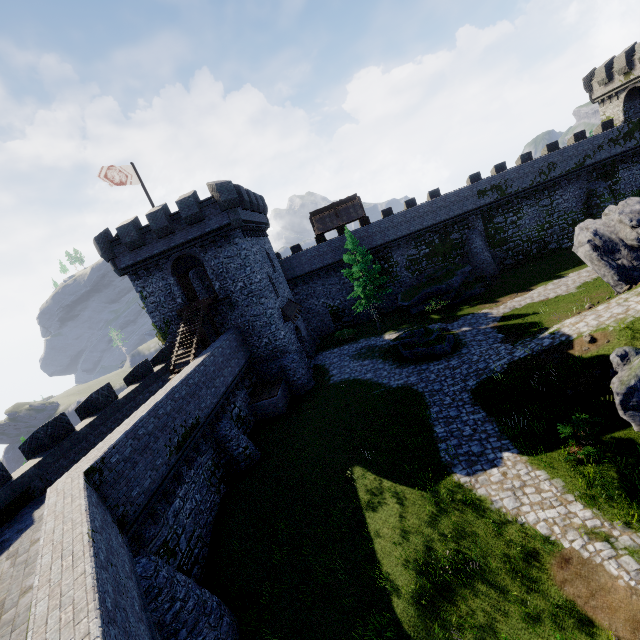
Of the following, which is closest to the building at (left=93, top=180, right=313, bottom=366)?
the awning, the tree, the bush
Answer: the awning

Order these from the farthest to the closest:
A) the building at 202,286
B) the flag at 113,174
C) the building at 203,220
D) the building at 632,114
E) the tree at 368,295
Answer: the building at 632,114 < the building at 202,286 < the tree at 368,295 < the building at 203,220 < the flag at 113,174

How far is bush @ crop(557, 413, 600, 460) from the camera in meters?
11.3 m

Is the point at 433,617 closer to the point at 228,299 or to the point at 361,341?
the point at 228,299

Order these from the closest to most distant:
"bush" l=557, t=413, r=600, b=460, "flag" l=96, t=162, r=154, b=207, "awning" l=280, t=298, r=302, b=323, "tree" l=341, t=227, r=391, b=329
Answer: "bush" l=557, t=413, r=600, b=460 < "flag" l=96, t=162, r=154, b=207 < "awning" l=280, t=298, r=302, b=323 < "tree" l=341, t=227, r=391, b=329

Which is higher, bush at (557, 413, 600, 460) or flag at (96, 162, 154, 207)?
flag at (96, 162, 154, 207)

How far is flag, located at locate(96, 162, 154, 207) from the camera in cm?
2200

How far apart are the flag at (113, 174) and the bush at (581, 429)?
27.8 meters
